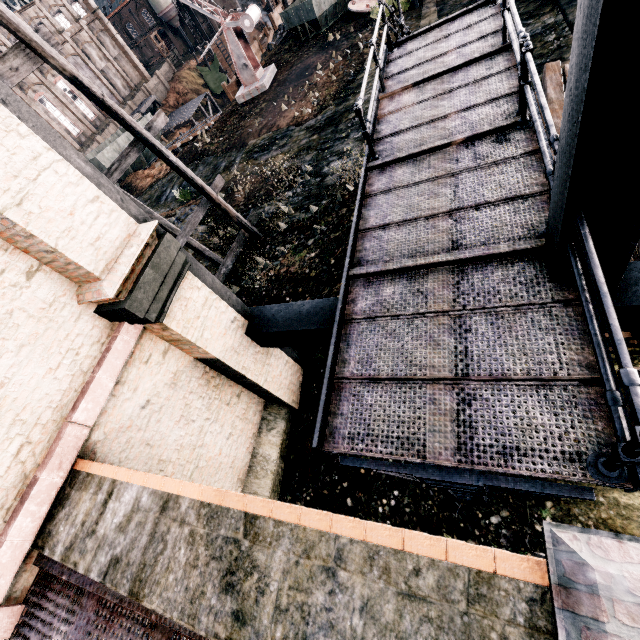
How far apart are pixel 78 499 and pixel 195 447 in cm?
232

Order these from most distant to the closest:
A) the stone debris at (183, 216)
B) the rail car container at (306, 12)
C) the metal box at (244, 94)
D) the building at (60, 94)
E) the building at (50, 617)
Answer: the building at (60, 94) → the metal box at (244, 94) → the rail car container at (306, 12) → the stone debris at (183, 216) → the building at (50, 617)

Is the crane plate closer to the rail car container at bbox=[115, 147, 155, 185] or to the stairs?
the stairs

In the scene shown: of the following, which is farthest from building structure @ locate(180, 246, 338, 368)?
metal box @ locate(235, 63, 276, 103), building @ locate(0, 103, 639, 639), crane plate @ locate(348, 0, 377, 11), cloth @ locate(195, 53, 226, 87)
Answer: cloth @ locate(195, 53, 226, 87)

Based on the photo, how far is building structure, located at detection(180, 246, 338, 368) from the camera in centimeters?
610cm

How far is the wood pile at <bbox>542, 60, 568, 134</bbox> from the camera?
8.34m

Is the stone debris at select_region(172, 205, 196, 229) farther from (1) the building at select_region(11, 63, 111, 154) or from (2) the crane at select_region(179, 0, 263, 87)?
(1) the building at select_region(11, 63, 111, 154)

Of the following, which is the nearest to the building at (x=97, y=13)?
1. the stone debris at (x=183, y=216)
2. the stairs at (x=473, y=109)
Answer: the stone debris at (x=183, y=216)
